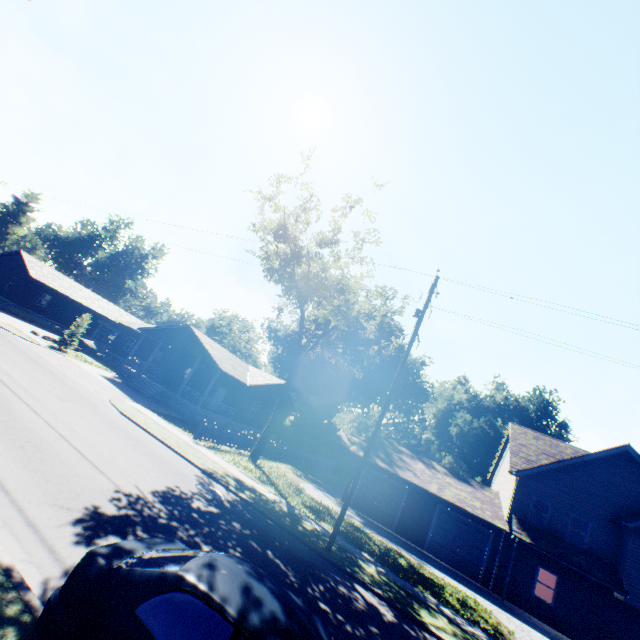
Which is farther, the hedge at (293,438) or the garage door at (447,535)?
the hedge at (293,438)

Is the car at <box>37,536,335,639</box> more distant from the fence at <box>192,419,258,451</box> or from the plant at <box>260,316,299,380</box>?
the plant at <box>260,316,299,380</box>

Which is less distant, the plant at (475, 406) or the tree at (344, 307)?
the tree at (344, 307)

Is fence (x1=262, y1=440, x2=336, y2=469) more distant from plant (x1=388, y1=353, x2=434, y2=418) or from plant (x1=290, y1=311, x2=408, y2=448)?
plant (x1=290, y1=311, x2=408, y2=448)

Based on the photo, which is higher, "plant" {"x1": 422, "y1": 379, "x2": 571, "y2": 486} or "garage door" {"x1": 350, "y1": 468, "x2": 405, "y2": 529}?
"plant" {"x1": 422, "y1": 379, "x2": 571, "y2": 486}

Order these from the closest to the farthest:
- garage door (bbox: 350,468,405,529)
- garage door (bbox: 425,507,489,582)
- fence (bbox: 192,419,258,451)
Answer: fence (bbox: 192,419,258,451) < garage door (bbox: 425,507,489,582) < garage door (bbox: 350,468,405,529)

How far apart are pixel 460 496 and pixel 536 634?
7.48m

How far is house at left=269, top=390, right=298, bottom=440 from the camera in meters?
36.7
